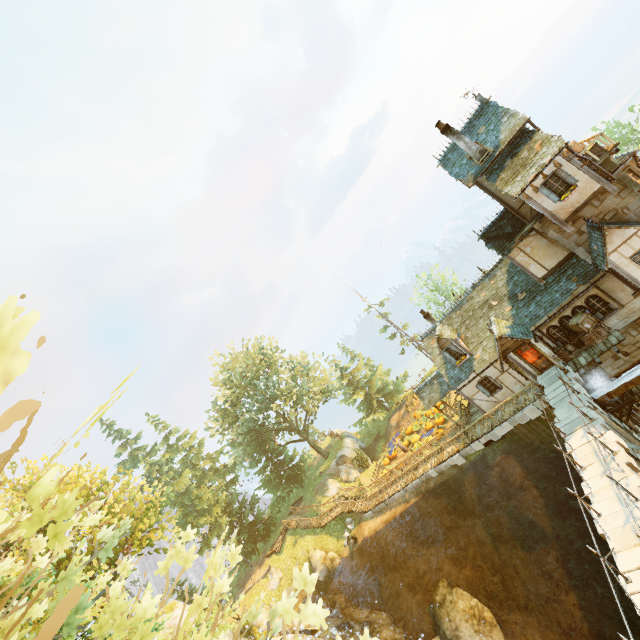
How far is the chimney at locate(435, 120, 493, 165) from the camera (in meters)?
18.17

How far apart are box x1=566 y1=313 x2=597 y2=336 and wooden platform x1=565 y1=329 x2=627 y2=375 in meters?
0.3 m

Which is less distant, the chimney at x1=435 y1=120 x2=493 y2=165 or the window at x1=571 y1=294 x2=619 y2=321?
the window at x1=571 y1=294 x2=619 y2=321

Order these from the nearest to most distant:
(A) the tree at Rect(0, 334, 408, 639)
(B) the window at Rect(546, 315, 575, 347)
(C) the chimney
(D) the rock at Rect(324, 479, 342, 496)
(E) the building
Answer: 1. (A) the tree at Rect(0, 334, 408, 639)
2. (E) the building
3. (C) the chimney
4. (B) the window at Rect(546, 315, 575, 347)
5. (D) the rock at Rect(324, 479, 342, 496)

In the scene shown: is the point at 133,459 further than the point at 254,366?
No

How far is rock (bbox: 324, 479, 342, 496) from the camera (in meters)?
33.62

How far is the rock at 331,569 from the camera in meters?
27.3 m

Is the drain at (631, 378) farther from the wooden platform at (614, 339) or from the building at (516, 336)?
the building at (516, 336)
